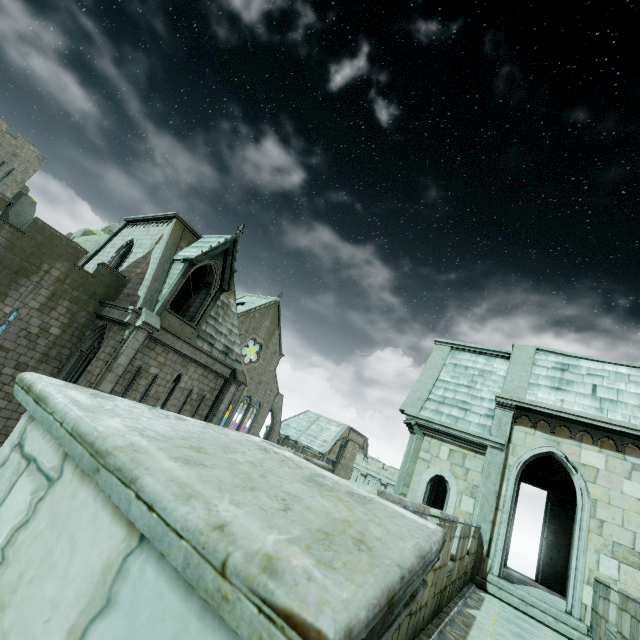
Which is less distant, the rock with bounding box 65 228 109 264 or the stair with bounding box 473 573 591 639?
the stair with bounding box 473 573 591 639

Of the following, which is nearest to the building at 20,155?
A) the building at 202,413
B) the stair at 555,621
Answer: the building at 202,413

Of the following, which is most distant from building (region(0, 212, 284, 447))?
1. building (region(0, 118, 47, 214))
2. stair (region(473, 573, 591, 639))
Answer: building (region(0, 118, 47, 214))

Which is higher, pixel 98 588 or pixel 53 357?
pixel 98 588

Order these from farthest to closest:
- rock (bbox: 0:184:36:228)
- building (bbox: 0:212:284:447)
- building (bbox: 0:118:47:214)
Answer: rock (bbox: 0:184:36:228), building (bbox: 0:118:47:214), building (bbox: 0:212:284:447)

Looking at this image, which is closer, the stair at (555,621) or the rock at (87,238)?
the stair at (555,621)

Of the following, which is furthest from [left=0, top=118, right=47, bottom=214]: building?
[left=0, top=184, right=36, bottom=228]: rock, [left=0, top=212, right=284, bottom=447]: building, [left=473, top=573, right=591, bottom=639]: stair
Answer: [left=473, top=573, right=591, bottom=639]: stair
